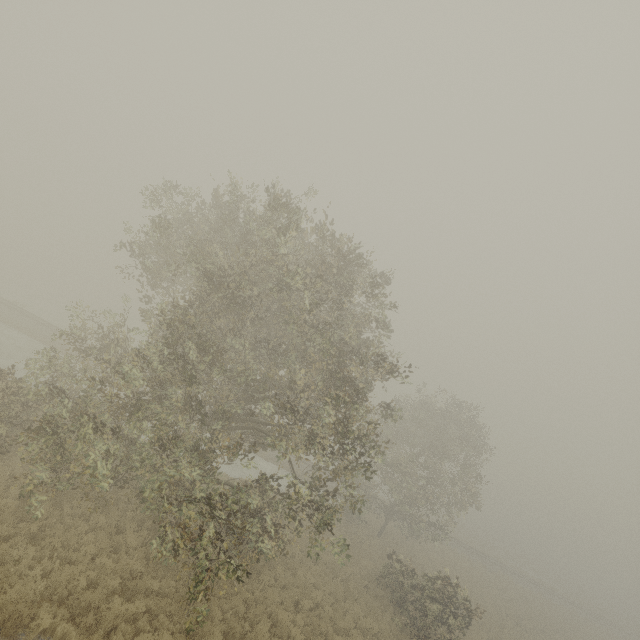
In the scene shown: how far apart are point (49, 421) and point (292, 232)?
10.2m
